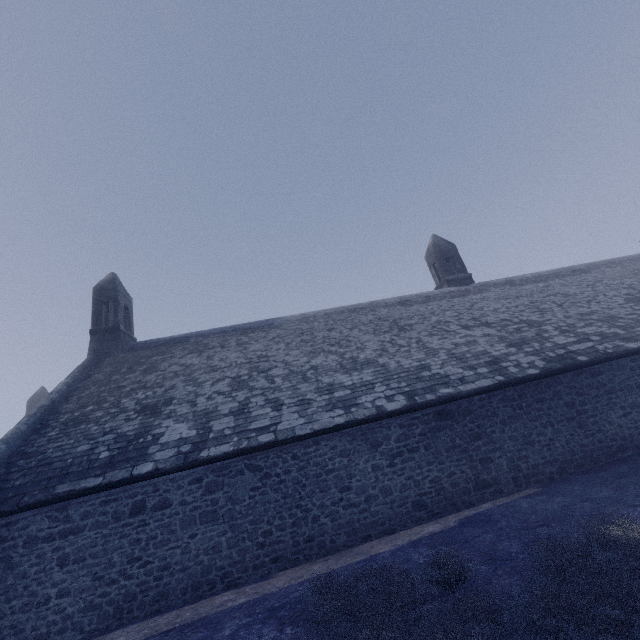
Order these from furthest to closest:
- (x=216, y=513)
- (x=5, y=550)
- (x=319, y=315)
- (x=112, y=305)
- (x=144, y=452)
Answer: (x=319, y=315)
(x=112, y=305)
(x=144, y=452)
(x=216, y=513)
(x=5, y=550)
